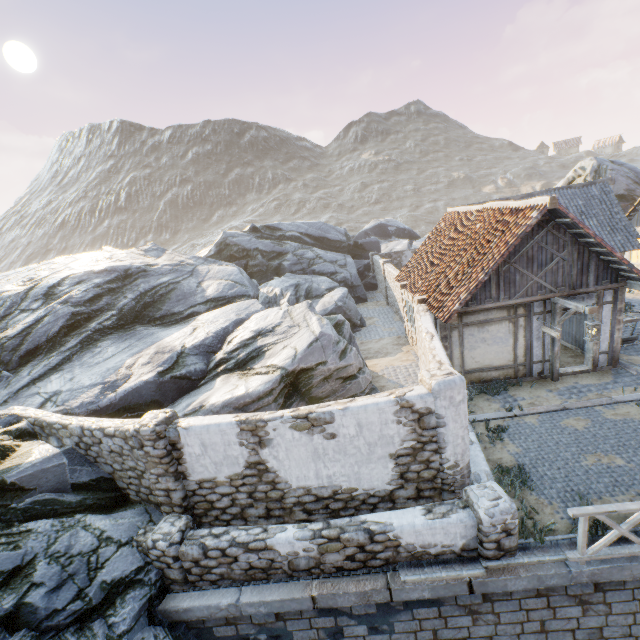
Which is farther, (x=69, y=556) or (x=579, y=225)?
(x=579, y=225)

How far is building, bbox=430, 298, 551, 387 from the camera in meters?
10.5 m

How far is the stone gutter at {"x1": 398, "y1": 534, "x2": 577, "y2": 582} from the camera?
5.8 meters

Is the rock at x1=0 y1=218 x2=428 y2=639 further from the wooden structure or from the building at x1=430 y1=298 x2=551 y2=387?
the wooden structure

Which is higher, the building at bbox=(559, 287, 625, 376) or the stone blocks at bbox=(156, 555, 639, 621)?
the building at bbox=(559, 287, 625, 376)

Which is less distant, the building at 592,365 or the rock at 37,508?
the rock at 37,508

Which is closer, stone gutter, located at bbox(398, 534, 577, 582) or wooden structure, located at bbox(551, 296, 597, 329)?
stone gutter, located at bbox(398, 534, 577, 582)

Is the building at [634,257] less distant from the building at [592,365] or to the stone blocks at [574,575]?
the stone blocks at [574,575]
